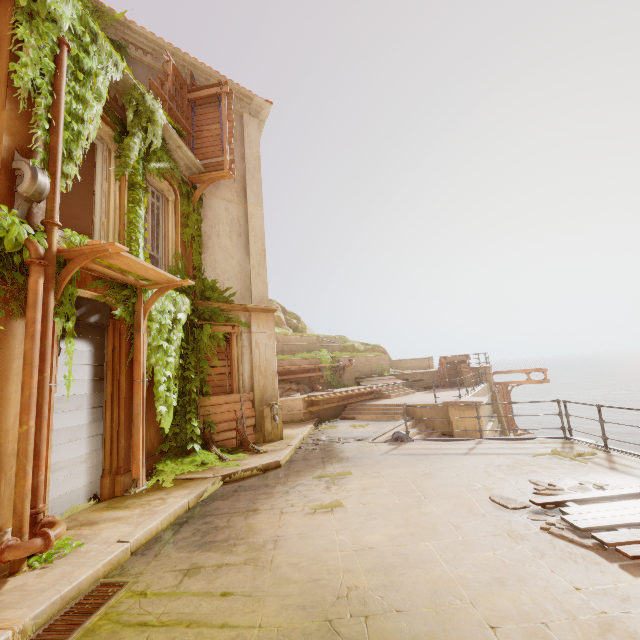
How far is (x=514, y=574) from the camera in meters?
3.4

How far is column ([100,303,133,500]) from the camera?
6.39m

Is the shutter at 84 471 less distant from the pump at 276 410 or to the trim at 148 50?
the pump at 276 410

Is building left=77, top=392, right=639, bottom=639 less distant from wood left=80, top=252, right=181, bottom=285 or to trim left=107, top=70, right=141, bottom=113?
wood left=80, top=252, right=181, bottom=285

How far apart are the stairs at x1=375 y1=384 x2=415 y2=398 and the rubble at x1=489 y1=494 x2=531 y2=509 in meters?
12.4 m

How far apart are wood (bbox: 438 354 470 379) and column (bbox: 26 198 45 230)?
21.3 meters

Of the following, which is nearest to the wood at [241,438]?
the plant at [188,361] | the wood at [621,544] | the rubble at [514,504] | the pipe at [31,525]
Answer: the plant at [188,361]

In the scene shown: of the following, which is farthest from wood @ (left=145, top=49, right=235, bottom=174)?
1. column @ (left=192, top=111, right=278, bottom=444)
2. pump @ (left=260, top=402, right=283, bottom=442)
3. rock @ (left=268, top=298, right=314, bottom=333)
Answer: rock @ (left=268, top=298, right=314, bottom=333)
